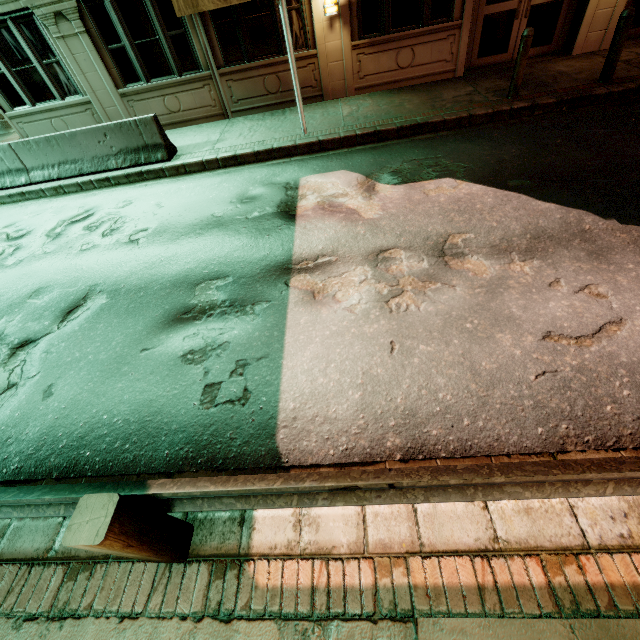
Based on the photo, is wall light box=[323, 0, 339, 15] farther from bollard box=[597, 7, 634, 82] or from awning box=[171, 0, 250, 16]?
bollard box=[597, 7, 634, 82]

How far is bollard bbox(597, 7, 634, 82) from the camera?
6.5 meters

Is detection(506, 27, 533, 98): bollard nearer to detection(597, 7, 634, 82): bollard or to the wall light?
detection(597, 7, 634, 82): bollard

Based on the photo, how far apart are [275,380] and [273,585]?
1.8m

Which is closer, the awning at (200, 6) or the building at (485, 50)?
the awning at (200, 6)

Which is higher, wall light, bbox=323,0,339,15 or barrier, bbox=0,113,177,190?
wall light, bbox=323,0,339,15

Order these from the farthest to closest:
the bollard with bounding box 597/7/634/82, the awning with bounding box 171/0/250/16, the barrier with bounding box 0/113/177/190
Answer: the barrier with bounding box 0/113/177/190 < the awning with bounding box 171/0/250/16 < the bollard with bounding box 597/7/634/82

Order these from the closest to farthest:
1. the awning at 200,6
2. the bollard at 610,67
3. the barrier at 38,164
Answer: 1. the bollard at 610,67
2. the awning at 200,6
3. the barrier at 38,164
